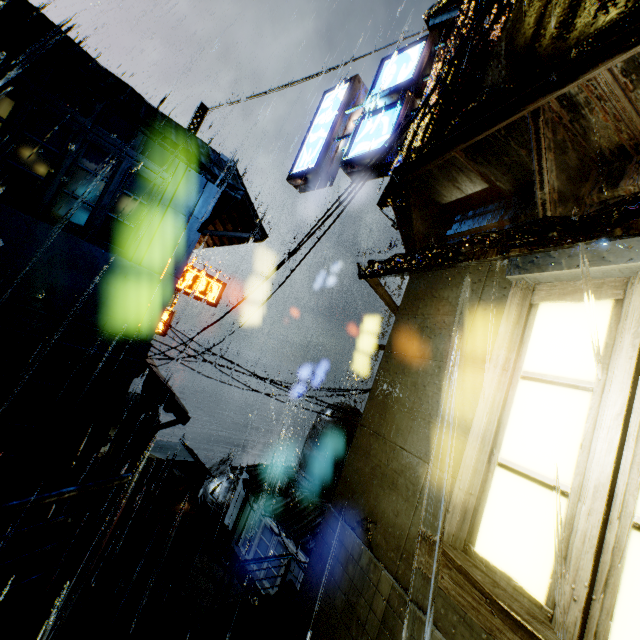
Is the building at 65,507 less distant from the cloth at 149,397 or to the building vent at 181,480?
the cloth at 149,397

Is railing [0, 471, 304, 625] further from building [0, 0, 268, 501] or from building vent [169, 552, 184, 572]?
building vent [169, 552, 184, 572]

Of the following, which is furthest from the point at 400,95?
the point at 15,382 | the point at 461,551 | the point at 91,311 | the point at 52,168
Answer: the point at 15,382

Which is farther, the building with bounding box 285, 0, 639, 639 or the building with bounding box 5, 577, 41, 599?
the building with bounding box 5, 577, 41, 599

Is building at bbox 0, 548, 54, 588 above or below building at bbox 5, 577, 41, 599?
above

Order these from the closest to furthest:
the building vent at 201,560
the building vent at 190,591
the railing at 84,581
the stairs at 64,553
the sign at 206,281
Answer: the railing at 84,581
the sign at 206,281
the building vent at 190,591
the building vent at 201,560
the stairs at 64,553

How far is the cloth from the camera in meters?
15.4 m

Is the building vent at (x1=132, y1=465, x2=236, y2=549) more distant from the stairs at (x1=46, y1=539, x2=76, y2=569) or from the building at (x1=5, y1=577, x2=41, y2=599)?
the stairs at (x1=46, y1=539, x2=76, y2=569)
